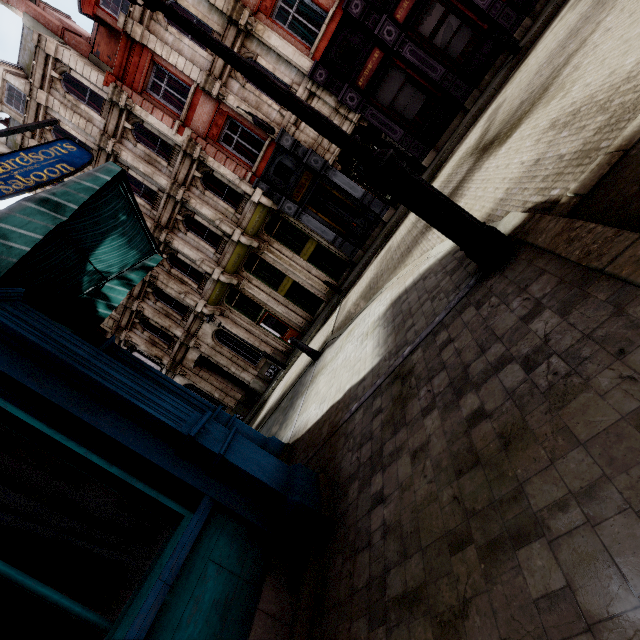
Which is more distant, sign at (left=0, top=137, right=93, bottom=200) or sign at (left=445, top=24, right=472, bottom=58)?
sign at (left=445, top=24, right=472, bottom=58)

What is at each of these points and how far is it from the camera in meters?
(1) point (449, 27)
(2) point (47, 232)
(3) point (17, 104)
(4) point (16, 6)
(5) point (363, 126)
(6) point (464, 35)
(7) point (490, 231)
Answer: (1) sign, 12.3
(2) awning, 3.2
(3) roof window, 17.1
(4) chimney, 16.3
(5) tunnel, 14.6
(6) sign, 12.4
(7) street light, 2.8

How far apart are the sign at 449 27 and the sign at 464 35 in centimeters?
14cm

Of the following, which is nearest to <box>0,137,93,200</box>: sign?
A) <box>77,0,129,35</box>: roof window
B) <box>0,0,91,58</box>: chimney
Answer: <box>77,0,129,35</box>: roof window

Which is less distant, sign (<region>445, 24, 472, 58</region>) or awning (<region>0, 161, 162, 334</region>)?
awning (<region>0, 161, 162, 334</region>)

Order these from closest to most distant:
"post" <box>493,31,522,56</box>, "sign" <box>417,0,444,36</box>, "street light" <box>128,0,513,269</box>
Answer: "street light" <box>128,0,513,269</box>
"post" <box>493,31,522,56</box>
"sign" <box>417,0,444,36</box>

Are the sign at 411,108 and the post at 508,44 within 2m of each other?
no

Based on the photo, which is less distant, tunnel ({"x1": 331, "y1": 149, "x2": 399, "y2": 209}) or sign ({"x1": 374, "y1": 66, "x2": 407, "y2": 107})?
sign ({"x1": 374, "y1": 66, "x2": 407, "y2": 107})
